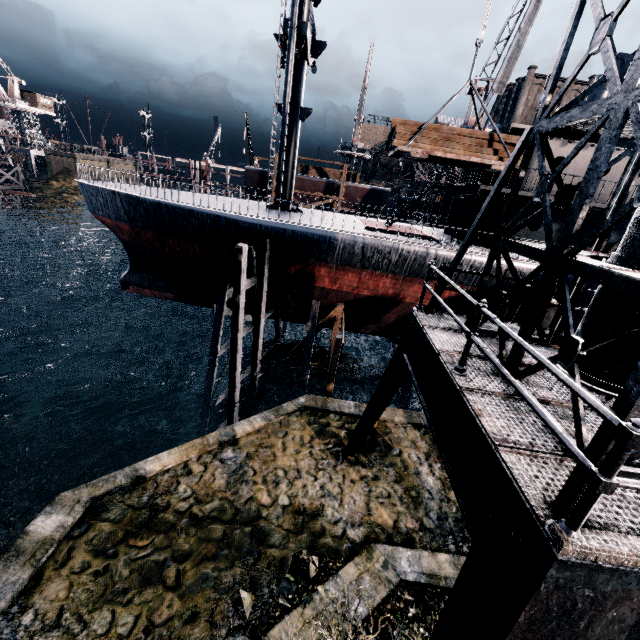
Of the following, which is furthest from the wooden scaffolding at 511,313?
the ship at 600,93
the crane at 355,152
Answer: the crane at 355,152

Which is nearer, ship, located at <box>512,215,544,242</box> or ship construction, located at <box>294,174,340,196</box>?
ship, located at <box>512,215,544,242</box>

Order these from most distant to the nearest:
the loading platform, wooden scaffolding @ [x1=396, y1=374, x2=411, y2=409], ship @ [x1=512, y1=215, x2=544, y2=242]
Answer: wooden scaffolding @ [x1=396, y1=374, x2=411, y2=409]
ship @ [x1=512, y1=215, x2=544, y2=242]
the loading platform

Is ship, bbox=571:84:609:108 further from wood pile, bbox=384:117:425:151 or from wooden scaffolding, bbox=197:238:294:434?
wooden scaffolding, bbox=197:238:294:434

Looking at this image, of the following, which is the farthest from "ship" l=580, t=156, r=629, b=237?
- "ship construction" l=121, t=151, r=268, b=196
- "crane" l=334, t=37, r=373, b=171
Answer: "crane" l=334, t=37, r=373, b=171

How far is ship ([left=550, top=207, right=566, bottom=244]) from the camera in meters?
17.7 m

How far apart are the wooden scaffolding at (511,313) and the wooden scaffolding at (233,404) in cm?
1240

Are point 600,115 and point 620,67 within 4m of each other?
yes
